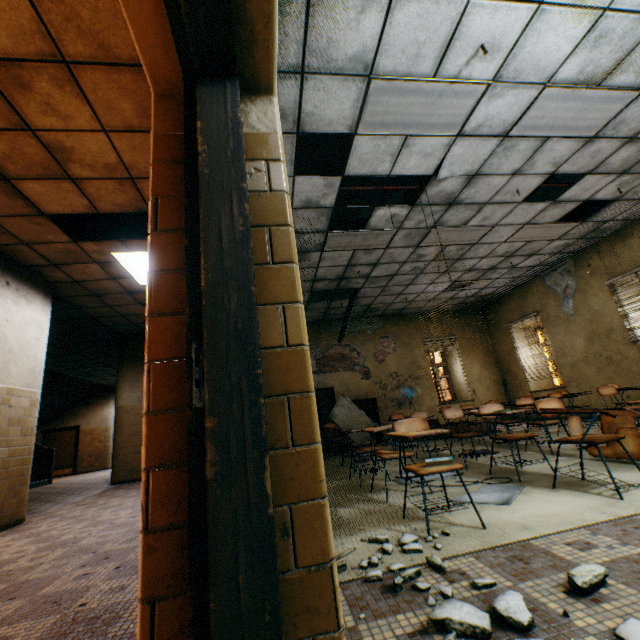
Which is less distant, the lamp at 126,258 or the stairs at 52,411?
the lamp at 126,258

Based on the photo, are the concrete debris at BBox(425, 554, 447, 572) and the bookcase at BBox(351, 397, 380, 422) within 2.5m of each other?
no

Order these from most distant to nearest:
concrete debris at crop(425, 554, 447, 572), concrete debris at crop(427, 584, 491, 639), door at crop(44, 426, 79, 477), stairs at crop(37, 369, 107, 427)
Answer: door at crop(44, 426, 79, 477), stairs at crop(37, 369, 107, 427), concrete debris at crop(425, 554, 447, 572), concrete debris at crop(427, 584, 491, 639)

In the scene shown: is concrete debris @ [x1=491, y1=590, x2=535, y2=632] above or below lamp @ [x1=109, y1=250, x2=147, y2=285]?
below

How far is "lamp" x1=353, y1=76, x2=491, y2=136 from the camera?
3.3m

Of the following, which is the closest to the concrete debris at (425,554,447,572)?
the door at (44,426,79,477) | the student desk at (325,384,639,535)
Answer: the student desk at (325,384,639,535)

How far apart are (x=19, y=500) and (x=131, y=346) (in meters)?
5.12

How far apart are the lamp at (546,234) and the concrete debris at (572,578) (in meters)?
6.34
